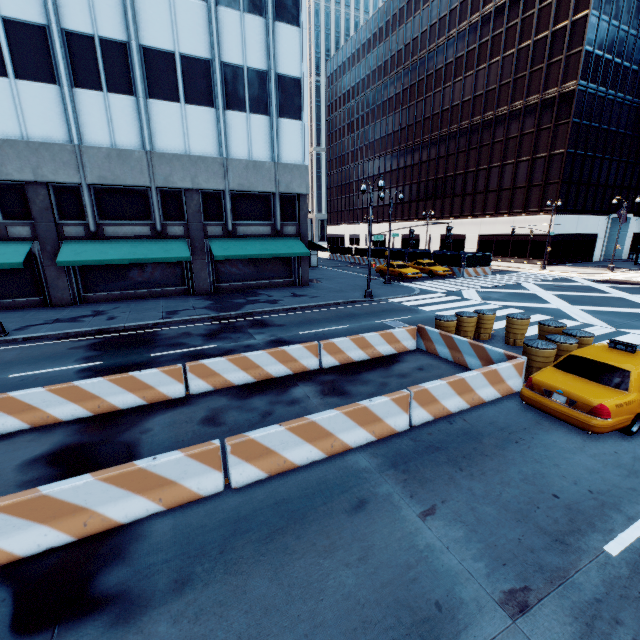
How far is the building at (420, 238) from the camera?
57.11m

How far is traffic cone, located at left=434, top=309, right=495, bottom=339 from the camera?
11.97m

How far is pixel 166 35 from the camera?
18.45m

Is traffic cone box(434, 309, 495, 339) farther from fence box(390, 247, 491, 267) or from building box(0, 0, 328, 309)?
fence box(390, 247, 491, 267)

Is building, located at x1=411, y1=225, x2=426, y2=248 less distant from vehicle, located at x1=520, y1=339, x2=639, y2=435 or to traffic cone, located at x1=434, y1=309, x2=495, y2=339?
traffic cone, located at x1=434, y1=309, x2=495, y2=339

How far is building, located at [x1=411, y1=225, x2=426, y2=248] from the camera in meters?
57.1 m

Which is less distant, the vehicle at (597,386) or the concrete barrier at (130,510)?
the concrete barrier at (130,510)

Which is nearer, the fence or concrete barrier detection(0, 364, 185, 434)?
concrete barrier detection(0, 364, 185, 434)
